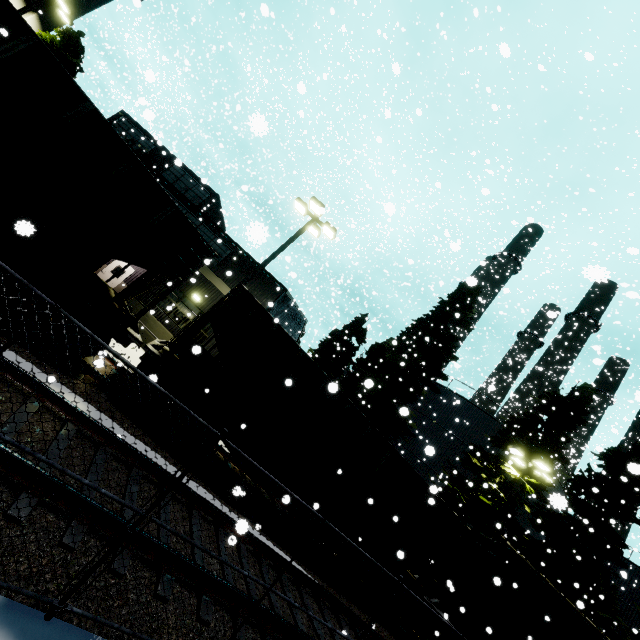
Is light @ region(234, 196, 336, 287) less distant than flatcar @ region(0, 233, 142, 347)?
No

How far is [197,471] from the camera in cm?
354

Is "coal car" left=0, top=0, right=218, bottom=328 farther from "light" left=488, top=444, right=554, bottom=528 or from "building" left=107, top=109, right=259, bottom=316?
"light" left=488, top=444, right=554, bottom=528

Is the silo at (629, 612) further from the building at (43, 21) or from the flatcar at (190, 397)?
the flatcar at (190, 397)

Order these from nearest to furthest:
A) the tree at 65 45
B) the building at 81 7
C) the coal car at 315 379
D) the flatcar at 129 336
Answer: the flatcar at 129 336 < the coal car at 315 379 < the tree at 65 45 < the building at 81 7

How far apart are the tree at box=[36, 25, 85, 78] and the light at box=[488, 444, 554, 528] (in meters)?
32.60

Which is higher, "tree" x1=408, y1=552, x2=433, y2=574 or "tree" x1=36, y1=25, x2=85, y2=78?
"tree" x1=36, y1=25, x2=85, y2=78

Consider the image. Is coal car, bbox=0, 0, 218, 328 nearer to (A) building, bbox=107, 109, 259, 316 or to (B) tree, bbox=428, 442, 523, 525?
(A) building, bbox=107, 109, 259, 316
